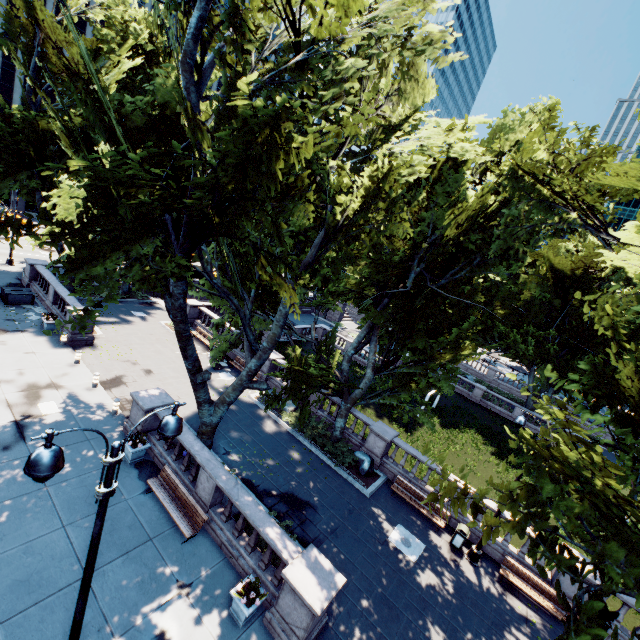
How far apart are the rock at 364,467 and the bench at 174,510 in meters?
9.2

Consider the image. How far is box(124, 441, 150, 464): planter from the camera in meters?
13.2 m

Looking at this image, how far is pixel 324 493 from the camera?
15.7m

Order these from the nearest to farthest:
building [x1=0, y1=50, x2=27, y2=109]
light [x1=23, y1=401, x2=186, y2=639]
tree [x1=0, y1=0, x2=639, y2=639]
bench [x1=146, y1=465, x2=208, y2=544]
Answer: light [x1=23, y1=401, x2=186, y2=639] → tree [x1=0, y1=0, x2=639, y2=639] → bench [x1=146, y1=465, x2=208, y2=544] → building [x1=0, y1=50, x2=27, y2=109]

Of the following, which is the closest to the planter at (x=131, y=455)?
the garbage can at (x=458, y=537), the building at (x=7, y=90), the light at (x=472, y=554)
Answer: the garbage can at (x=458, y=537)

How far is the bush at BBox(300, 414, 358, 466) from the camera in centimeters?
1817cm

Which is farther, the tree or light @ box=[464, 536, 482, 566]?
light @ box=[464, 536, 482, 566]

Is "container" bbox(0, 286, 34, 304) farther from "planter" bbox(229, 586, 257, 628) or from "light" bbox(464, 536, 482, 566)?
"light" bbox(464, 536, 482, 566)
